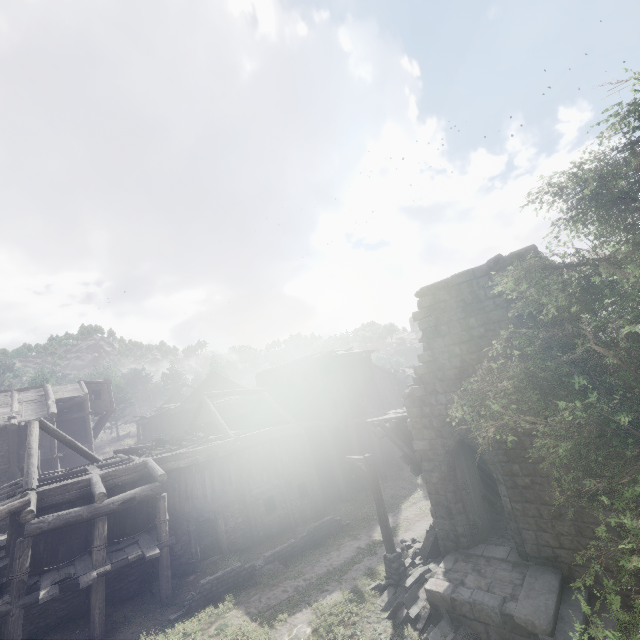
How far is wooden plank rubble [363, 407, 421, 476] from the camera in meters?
13.4

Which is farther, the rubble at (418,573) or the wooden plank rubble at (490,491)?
the wooden plank rubble at (490,491)

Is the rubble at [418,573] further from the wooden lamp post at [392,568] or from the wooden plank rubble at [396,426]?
the wooden plank rubble at [396,426]

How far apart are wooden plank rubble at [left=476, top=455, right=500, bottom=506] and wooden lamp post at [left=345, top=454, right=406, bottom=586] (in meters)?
4.84

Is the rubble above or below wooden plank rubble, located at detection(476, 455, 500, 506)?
below

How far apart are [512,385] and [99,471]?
19.0m

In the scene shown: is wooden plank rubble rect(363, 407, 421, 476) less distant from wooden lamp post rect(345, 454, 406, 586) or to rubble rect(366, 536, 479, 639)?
wooden lamp post rect(345, 454, 406, 586)

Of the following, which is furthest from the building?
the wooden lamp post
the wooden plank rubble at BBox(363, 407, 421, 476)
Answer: the wooden lamp post
